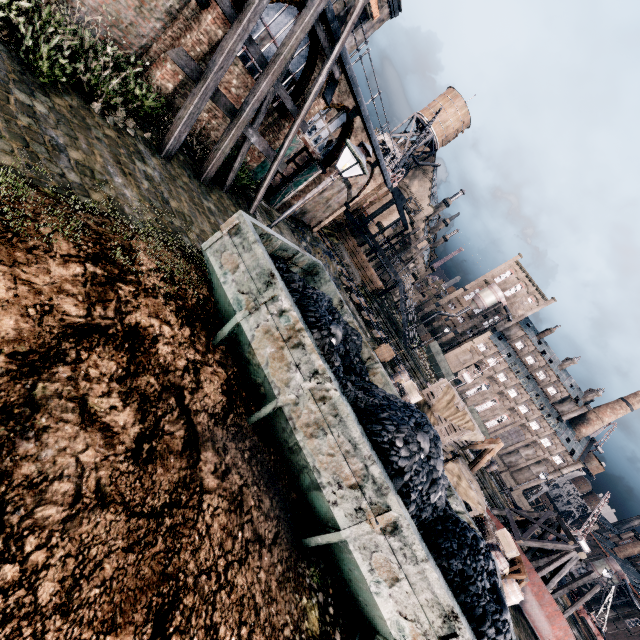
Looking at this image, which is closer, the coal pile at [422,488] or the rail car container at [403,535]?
the rail car container at [403,535]

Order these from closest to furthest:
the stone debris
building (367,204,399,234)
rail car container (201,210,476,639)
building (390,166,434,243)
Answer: rail car container (201,210,476,639)
the stone debris
building (367,204,399,234)
building (390,166,434,243)

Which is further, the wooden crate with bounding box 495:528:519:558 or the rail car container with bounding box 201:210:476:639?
the wooden crate with bounding box 495:528:519:558

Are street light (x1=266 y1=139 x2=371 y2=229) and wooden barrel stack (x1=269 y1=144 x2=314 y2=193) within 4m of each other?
no

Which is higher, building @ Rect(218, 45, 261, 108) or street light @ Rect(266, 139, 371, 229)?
street light @ Rect(266, 139, 371, 229)

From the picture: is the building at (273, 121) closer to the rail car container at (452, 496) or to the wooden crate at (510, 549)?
the rail car container at (452, 496)

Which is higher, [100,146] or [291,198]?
[291,198]

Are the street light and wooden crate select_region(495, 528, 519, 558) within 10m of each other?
no
